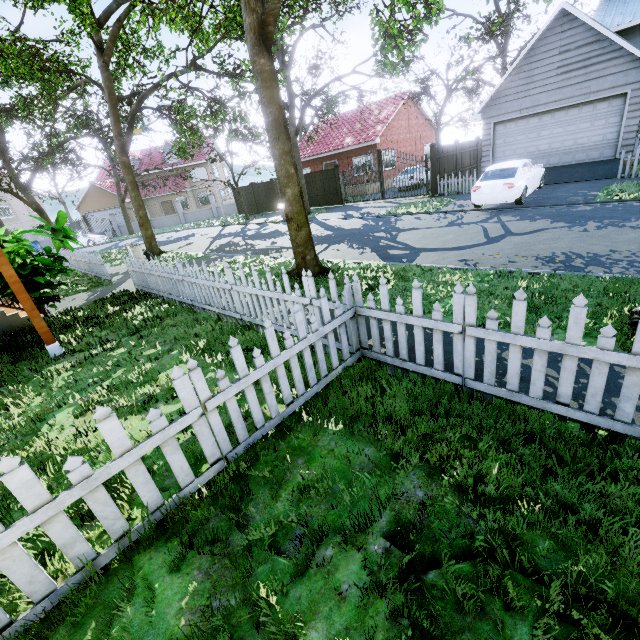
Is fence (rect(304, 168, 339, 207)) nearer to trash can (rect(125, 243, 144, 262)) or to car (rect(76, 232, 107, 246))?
car (rect(76, 232, 107, 246))

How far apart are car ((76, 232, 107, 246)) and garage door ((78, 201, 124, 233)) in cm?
767

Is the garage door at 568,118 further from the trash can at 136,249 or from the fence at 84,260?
the trash can at 136,249

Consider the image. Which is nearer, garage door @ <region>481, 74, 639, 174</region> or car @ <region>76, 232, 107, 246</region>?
garage door @ <region>481, 74, 639, 174</region>

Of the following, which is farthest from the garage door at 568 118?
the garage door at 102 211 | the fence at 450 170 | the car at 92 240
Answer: the garage door at 102 211

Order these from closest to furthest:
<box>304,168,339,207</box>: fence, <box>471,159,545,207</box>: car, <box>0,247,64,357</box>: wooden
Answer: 1. <box>0,247,64,357</box>: wooden
2. <box>471,159,545,207</box>: car
3. <box>304,168,339,207</box>: fence

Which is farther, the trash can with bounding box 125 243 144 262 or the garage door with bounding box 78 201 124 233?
the garage door with bounding box 78 201 124 233

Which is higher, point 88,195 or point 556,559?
point 88,195
